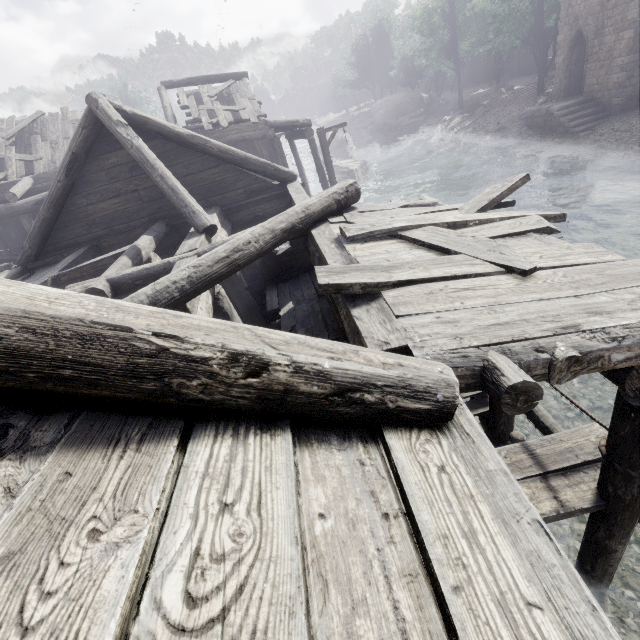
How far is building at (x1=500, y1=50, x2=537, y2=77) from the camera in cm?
4228

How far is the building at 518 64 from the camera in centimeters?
4228cm

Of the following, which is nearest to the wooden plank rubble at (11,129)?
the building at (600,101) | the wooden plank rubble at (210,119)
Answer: the building at (600,101)

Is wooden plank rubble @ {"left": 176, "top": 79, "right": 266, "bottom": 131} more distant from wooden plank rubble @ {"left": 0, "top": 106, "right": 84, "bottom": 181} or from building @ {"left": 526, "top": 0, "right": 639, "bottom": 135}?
wooden plank rubble @ {"left": 0, "top": 106, "right": 84, "bottom": 181}

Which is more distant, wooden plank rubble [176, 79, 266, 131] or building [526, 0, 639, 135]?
building [526, 0, 639, 135]

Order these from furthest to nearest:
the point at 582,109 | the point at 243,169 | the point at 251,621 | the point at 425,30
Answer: the point at 425,30 < the point at 582,109 < the point at 243,169 < the point at 251,621

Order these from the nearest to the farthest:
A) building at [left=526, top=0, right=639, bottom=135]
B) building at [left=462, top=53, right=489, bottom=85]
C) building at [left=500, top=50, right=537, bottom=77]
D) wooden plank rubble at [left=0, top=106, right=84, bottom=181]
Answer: wooden plank rubble at [left=0, top=106, right=84, bottom=181], building at [left=526, top=0, right=639, bottom=135], building at [left=500, top=50, right=537, bottom=77], building at [left=462, top=53, right=489, bottom=85]

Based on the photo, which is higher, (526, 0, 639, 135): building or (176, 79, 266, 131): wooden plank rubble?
(176, 79, 266, 131): wooden plank rubble
